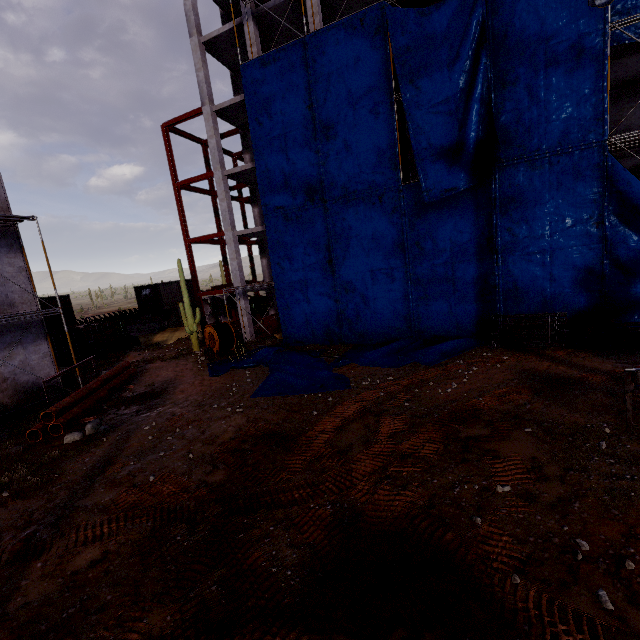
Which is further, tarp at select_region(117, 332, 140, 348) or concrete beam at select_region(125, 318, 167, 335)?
concrete beam at select_region(125, 318, 167, 335)

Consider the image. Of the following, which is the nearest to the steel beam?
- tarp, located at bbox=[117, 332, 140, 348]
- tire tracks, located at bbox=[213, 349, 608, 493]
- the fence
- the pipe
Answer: the fence

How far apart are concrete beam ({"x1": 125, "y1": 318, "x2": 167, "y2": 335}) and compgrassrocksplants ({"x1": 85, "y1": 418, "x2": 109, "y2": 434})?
21.2m

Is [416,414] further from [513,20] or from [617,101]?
[617,101]

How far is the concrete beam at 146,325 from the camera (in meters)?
31.67

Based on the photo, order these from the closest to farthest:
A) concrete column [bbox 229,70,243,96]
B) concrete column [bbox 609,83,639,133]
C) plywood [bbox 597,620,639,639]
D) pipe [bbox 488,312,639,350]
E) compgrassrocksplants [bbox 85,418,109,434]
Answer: plywood [bbox 597,620,639,639]
compgrassrocksplants [bbox 85,418,109,434]
pipe [bbox 488,312,639,350]
concrete column [bbox 609,83,639,133]
concrete column [bbox 229,70,243,96]

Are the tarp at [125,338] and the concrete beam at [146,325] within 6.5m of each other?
yes

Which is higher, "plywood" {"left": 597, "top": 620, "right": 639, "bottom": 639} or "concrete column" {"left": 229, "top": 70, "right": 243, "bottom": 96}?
"concrete column" {"left": 229, "top": 70, "right": 243, "bottom": 96}
